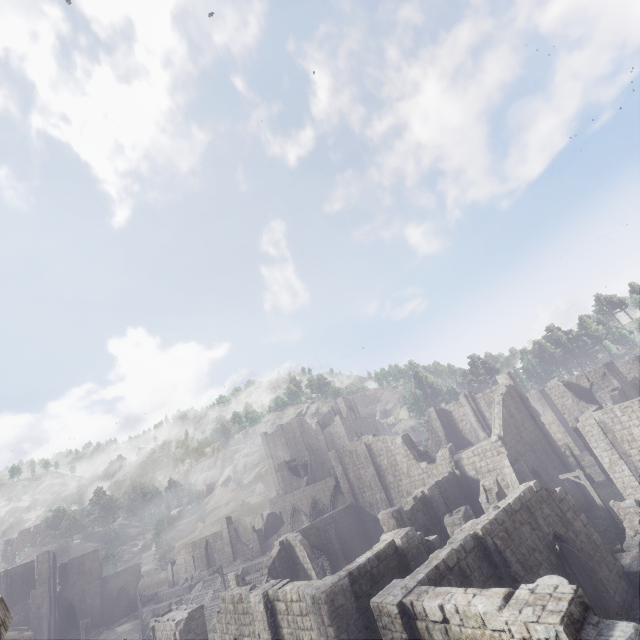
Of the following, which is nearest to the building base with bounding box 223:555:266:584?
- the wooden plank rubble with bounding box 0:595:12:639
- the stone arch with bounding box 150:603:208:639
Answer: the stone arch with bounding box 150:603:208:639

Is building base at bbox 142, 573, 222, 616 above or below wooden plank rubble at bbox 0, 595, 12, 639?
below

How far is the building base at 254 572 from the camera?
38.78m

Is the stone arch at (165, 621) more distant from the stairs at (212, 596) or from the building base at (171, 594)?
the building base at (171, 594)

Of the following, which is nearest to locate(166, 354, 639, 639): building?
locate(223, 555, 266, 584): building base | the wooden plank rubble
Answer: the wooden plank rubble

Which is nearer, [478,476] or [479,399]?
[478,476]

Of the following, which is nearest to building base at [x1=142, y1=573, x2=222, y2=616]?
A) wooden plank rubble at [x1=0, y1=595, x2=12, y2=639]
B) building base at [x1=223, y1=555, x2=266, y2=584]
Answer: building base at [x1=223, y1=555, x2=266, y2=584]

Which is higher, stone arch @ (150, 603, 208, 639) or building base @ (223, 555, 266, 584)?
stone arch @ (150, 603, 208, 639)
